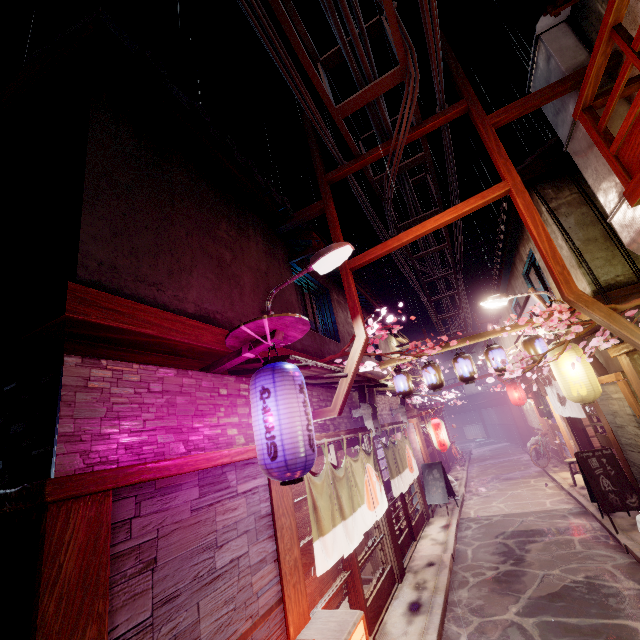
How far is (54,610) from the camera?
3.2m

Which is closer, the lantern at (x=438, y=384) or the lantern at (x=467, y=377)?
the lantern at (x=467, y=377)

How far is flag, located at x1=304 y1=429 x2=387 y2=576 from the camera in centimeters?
759cm

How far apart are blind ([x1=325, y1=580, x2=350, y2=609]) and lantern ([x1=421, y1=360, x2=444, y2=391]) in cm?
822

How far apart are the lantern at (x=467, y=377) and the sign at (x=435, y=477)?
7.4m

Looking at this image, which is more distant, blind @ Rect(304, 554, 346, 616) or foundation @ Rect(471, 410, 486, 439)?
foundation @ Rect(471, 410, 486, 439)

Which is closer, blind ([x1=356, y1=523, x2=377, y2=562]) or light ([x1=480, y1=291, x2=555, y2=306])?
blind ([x1=356, y1=523, x2=377, y2=562])

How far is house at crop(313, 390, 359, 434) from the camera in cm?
1073
